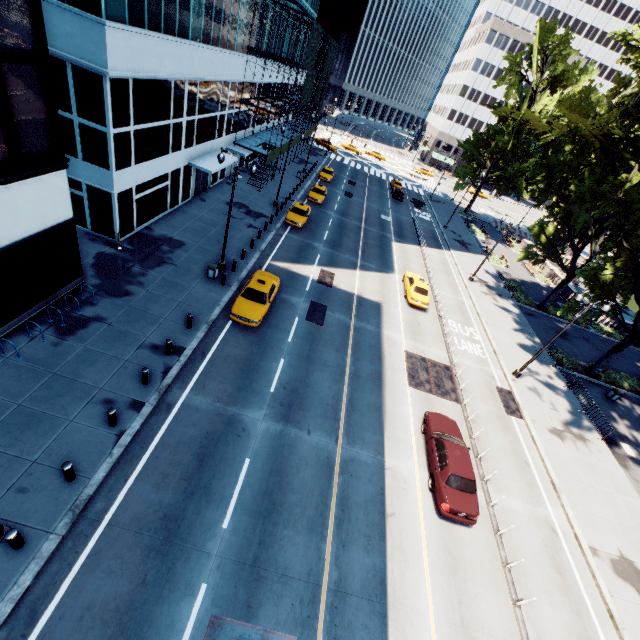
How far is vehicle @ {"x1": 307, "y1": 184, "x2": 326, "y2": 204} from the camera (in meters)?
37.56

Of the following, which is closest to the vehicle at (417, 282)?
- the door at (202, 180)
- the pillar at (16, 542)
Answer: the door at (202, 180)

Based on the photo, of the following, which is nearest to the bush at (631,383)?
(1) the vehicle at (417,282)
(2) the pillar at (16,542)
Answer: (1) the vehicle at (417,282)

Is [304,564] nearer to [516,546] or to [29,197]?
[516,546]

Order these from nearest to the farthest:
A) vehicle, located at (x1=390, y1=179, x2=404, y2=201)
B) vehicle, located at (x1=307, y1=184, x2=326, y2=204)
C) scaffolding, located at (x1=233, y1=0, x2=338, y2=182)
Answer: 1. scaffolding, located at (x1=233, y1=0, x2=338, y2=182)
2. vehicle, located at (x1=307, y1=184, x2=326, y2=204)
3. vehicle, located at (x1=390, y1=179, x2=404, y2=201)

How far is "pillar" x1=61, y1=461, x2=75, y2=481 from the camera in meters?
9.9 m

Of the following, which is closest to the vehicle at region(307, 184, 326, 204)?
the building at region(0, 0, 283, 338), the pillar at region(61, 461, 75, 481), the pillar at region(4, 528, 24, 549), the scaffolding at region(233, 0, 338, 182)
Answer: the scaffolding at region(233, 0, 338, 182)

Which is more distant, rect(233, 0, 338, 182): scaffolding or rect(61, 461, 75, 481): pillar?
rect(233, 0, 338, 182): scaffolding
